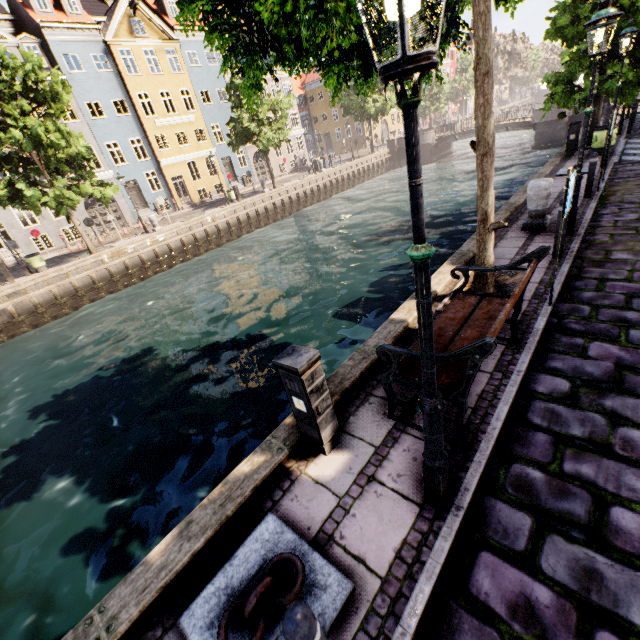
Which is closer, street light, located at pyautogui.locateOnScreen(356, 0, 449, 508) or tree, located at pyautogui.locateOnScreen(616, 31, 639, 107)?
street light, located at pyautogui.locateOnScreen(356, 0, 449, 508)

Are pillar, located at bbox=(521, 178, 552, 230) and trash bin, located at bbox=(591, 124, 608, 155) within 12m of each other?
yes

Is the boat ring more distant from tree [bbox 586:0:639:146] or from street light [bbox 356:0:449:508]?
tree [bbox 586:0:639:146]

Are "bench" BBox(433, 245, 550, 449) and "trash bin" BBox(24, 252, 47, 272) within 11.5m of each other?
no

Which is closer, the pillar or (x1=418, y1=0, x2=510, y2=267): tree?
(x1=418, y1=0, x2=510, y2=267): tree

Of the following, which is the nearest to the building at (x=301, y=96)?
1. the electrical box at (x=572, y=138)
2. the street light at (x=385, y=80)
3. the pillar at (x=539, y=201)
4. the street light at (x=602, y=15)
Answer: the street light at (x=602, y=15)

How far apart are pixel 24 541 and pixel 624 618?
9.13m

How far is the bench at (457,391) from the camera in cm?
272
